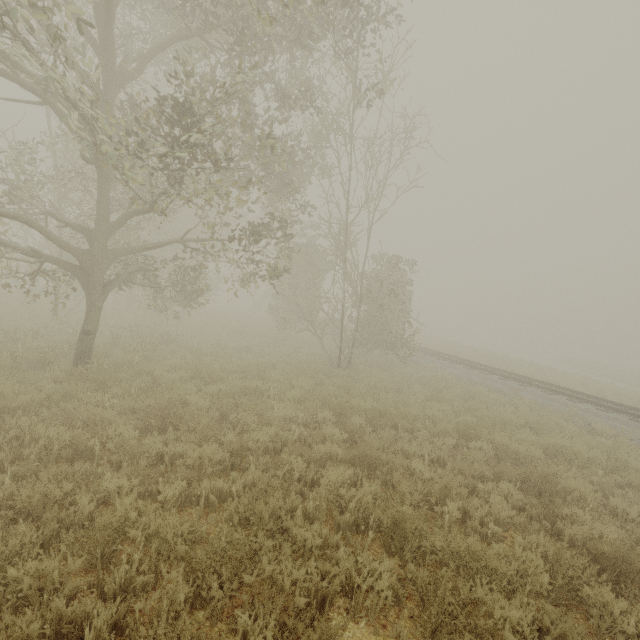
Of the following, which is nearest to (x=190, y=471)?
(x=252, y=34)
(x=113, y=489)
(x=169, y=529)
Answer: (x=113, y=489)
